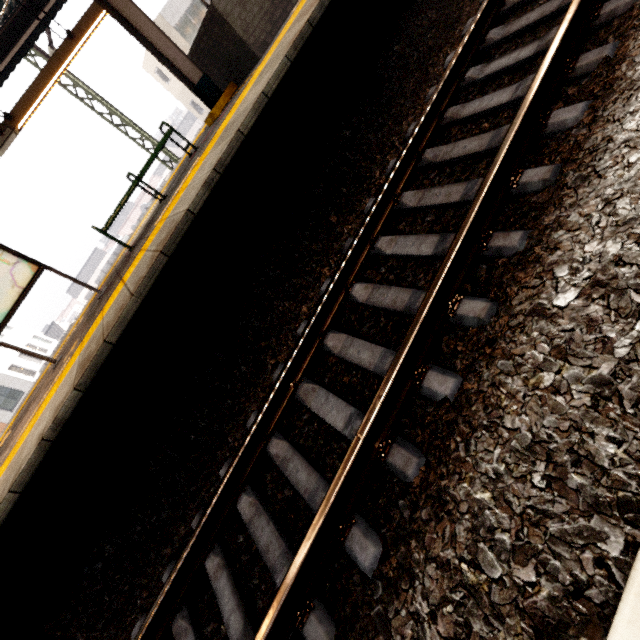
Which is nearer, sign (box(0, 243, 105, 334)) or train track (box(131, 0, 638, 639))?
train track (box(131, 0, 638, 639))

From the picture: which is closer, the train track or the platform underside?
the train track

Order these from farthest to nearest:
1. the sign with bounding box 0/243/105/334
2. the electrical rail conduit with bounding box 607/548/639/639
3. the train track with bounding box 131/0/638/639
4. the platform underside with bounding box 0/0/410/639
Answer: the sign with bounding box 0/243/105/334 < the platform underside with bounding box 0/0/410/639 < the train track with bounding box 131/0/638/639 < the electrical rail conduit with bounding box 607/548/639/639

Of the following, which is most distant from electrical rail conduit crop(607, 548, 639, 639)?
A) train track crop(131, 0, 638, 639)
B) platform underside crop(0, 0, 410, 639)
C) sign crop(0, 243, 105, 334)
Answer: sign crop(0, 243, 105, 334)

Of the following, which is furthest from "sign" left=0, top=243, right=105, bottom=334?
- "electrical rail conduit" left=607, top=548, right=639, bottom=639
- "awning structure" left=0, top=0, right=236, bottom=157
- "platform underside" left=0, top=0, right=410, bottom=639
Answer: "electrical rail conduit" left=607, top=548, right=639, bottom=639

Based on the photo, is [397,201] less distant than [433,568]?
No

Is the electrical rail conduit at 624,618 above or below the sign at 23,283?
below

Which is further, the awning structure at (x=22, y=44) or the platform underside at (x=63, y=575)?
the awning structure at (x=22, y=44)
